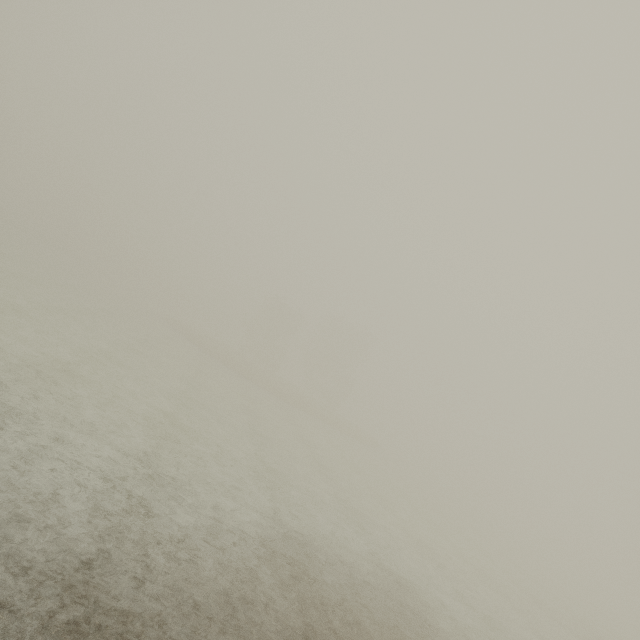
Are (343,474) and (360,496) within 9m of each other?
yes
